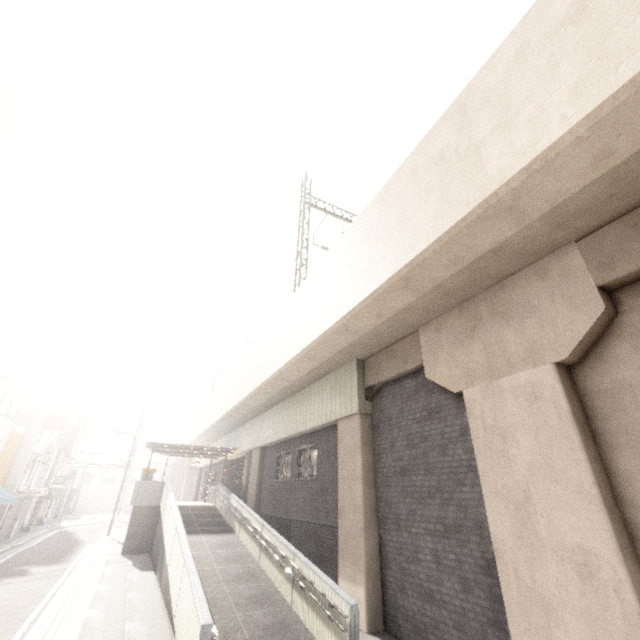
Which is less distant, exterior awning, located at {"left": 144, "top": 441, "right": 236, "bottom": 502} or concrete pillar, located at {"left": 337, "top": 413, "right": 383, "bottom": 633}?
concrete pillar, located at {"left": 337, "top": 413, "right": 383, "bottom": 633}

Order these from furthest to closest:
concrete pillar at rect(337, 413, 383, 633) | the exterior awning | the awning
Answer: the exterior awning → the awning → concrete pillar at rect(337, 413, 383, 633)

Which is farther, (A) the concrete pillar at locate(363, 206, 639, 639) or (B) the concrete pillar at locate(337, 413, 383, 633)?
(B) the concrete pillar at locate(337, 413, 383, 633)

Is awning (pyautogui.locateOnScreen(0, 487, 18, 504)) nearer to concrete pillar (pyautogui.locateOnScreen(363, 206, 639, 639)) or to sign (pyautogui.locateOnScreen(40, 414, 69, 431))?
sign (pyautogui.locateOnScreen(40, 414, 69, 431))

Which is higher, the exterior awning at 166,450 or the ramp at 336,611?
the exterior awning at 166,450

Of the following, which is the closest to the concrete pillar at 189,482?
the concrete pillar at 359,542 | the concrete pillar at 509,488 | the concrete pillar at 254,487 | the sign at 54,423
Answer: the sign at 54,423

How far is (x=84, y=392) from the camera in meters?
33.9 m

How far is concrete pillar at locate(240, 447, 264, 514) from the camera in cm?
1686
